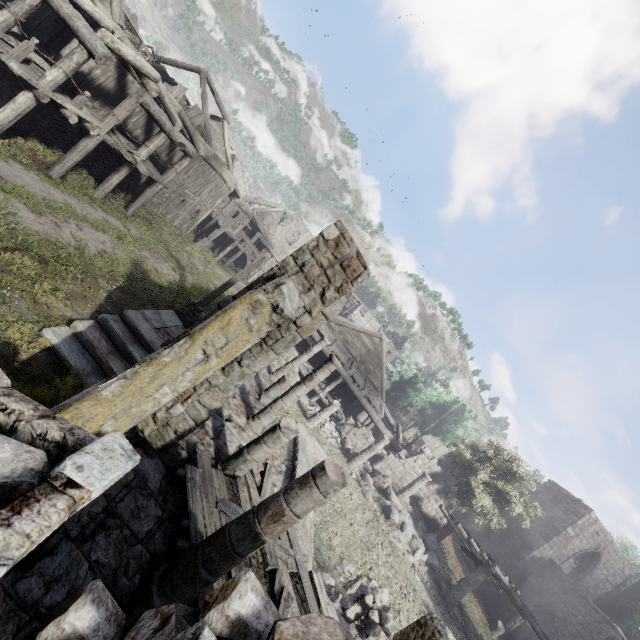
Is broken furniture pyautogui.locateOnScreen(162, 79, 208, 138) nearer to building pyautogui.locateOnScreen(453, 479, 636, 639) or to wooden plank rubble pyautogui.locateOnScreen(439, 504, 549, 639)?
building pyautogui.locateOnScreen(453, 479, 636, 639)

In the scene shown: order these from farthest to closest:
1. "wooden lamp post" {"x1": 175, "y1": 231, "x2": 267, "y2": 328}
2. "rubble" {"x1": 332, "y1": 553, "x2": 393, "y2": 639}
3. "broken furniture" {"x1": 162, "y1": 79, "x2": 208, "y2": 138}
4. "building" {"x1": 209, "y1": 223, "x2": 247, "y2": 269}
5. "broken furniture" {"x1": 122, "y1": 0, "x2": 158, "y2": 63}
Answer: "building" {"x1": 209, "y1": 223, "x2": 247, "y2": 269}
"broken furniture" {"x1": 162, "y1": 79, "x2": 208, "y2": 138}
"broken furniture" {"x1": 122, "y1": 0, "x2": 158, "y2": 63}
"wooden lamp post" {"x1": 175, "y1": 231, "x2": 267, "y2": 328}
"rubble" {"x1": 332, "y1": 553, "x2": 393, "y2": 639}

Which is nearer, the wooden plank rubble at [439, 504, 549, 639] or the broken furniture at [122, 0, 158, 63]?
the broken furniture at [122, 0, 158, 63]

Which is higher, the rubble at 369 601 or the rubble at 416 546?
the rubble at 416 546

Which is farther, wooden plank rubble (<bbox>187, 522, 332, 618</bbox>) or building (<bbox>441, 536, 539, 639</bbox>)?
building (<bbox>441, 536, 539, 639</bbox>)

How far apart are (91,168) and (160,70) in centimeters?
1216cm

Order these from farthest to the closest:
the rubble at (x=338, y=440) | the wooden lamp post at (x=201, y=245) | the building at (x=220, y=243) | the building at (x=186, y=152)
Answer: the building at (x=220, y=243) < the wooden lamp post at (x=201, y=245) < the rubble at (x=338, y=440) < the building at (x=186, y=152)

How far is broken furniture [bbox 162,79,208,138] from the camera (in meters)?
18.05
